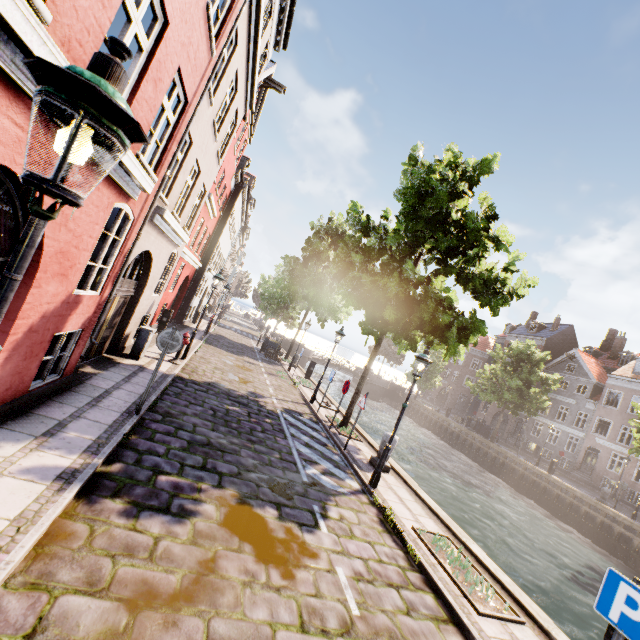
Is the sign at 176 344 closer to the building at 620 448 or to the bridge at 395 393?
the bridge at 395 393

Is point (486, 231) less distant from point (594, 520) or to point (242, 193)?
point (242, 193)

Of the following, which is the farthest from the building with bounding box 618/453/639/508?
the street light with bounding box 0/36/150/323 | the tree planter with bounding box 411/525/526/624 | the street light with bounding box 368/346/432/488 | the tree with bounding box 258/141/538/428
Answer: the street light with bounding box 0/36/150/323

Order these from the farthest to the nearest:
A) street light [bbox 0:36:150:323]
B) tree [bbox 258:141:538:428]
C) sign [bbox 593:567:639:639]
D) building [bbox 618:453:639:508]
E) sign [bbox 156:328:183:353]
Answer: building [bbox 618:453:639:508] < tree [bbox 258:141:538:428] < sign [bbox 156:328:183:353] < sign [bbox 593:567:639:639] < street light [bbox 0:36:150:323]

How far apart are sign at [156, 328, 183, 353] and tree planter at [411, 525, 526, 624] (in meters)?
6.31

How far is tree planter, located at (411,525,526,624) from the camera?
5.1m

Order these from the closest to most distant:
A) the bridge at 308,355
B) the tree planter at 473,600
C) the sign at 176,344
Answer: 1. the tree planter at 473,600
2. the sign at 176,344
3. the bridge at 308,355

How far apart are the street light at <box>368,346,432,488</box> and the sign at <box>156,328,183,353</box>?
5.6 meters
